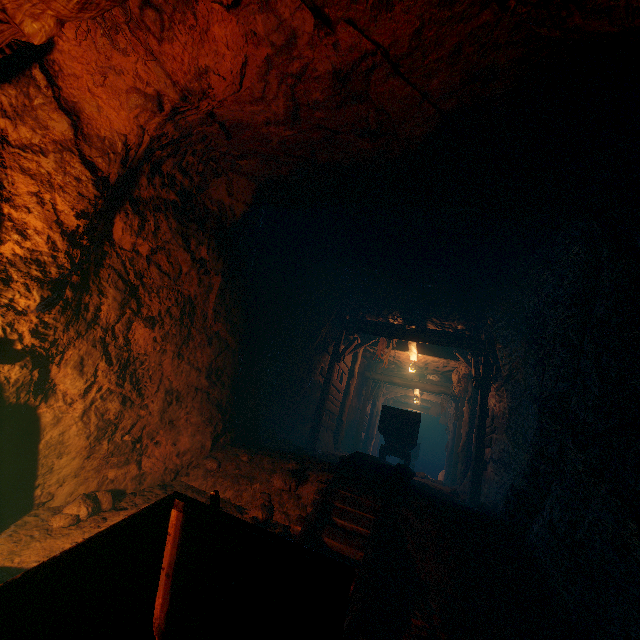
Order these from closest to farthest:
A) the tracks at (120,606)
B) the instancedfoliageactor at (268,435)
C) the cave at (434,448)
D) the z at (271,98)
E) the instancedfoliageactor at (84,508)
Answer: the tracks at (120,606), the z at (271,98), the instancedfoliageactor at (84,508), the instancedfoliageactor at (268,435), the cave at (434,448)

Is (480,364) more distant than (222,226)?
Yes

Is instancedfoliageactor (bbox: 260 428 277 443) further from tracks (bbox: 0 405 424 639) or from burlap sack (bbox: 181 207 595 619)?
tracks (bbox: 0 405 424 639)

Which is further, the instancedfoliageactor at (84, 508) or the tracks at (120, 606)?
the instancedfoliageactor at (84, 508)

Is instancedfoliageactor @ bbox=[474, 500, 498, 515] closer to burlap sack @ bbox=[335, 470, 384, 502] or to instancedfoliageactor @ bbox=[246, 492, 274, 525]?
burlap sack @ bbox=[335, 470, 384, 502]

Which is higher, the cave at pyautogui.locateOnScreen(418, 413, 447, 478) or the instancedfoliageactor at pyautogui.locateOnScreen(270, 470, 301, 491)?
the instancedfoliageactor at pyautogui.locateOnScreen(270, 470, 301, 491)

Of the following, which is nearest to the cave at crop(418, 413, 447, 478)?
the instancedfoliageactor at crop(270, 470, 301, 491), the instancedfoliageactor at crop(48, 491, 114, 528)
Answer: the instancedfoliageactor at crop(270, 470, 301, 491)

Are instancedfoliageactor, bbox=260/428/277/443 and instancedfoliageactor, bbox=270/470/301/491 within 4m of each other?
yes
